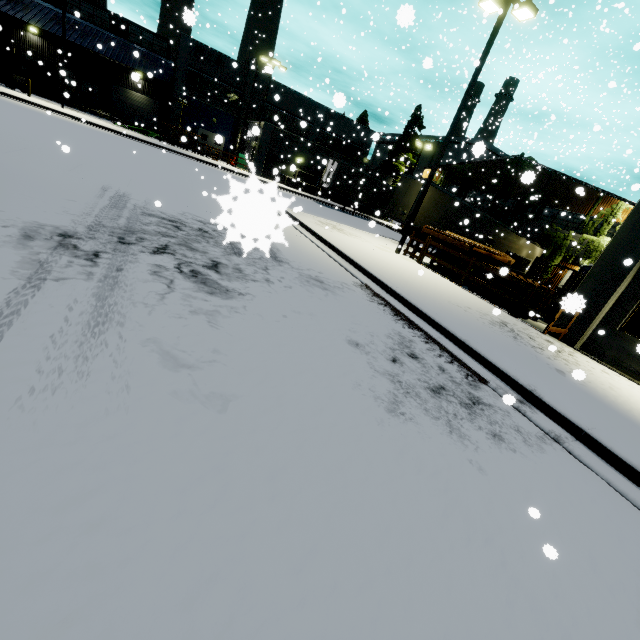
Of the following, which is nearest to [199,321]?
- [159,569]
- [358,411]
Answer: [358,411]

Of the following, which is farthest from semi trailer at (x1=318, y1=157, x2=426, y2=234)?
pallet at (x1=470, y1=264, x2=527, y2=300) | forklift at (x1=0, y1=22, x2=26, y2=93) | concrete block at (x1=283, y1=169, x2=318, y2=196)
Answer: pallet at (x1=470, y1=264, x2=527, y2=300)

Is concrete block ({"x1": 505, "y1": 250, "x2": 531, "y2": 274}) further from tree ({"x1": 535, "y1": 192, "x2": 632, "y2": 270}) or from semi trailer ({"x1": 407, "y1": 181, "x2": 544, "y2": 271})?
tree ({"x1": 535, "y1": 192, "x2": 632, "y2": 270})

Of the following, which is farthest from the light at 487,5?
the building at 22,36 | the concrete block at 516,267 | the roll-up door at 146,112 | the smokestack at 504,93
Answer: the smokestack at 504,93

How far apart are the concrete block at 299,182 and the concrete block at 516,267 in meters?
9.2

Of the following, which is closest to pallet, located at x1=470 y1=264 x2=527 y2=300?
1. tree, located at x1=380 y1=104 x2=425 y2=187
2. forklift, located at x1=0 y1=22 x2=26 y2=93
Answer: tree, located at x1=380 y1=104 x2=425 y2=187

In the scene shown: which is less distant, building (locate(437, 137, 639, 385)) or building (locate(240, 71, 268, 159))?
building (locate(437, 137, 639, 385))

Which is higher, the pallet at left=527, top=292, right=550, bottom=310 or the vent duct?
the vent duct
